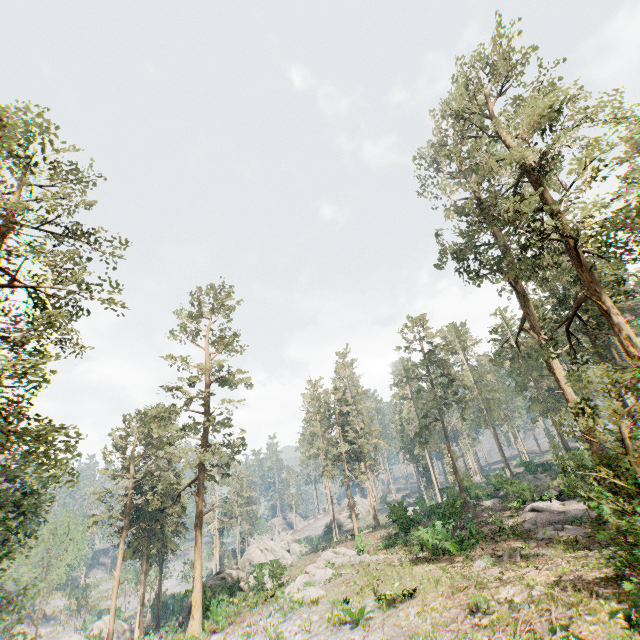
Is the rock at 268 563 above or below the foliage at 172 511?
below

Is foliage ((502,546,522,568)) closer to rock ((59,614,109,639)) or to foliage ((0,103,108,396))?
foliage ((0,103,108,396))

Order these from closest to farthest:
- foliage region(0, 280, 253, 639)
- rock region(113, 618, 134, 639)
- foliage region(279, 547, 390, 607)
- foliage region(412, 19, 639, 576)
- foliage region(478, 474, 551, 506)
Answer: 1. foliage region(412, 19, 639, 576)
2. foliage region(0, 280, 253, 639)
3. foliage region(279, 547, 390, 607)
4. foliage region(478, 474, 551, 506)
5. rock region(113, 618, 134, 639)

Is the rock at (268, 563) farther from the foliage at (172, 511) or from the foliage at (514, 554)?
the foliage at (514, 554)

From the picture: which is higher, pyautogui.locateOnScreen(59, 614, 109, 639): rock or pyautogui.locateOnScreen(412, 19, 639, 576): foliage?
pyautogui.locateOnScreen(412, 19, 639, 576): foliage

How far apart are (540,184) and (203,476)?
34.17m

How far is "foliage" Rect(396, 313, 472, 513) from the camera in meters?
39.7

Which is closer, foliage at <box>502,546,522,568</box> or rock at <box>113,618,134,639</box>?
foliage at <box>502,546,522,568</box>
